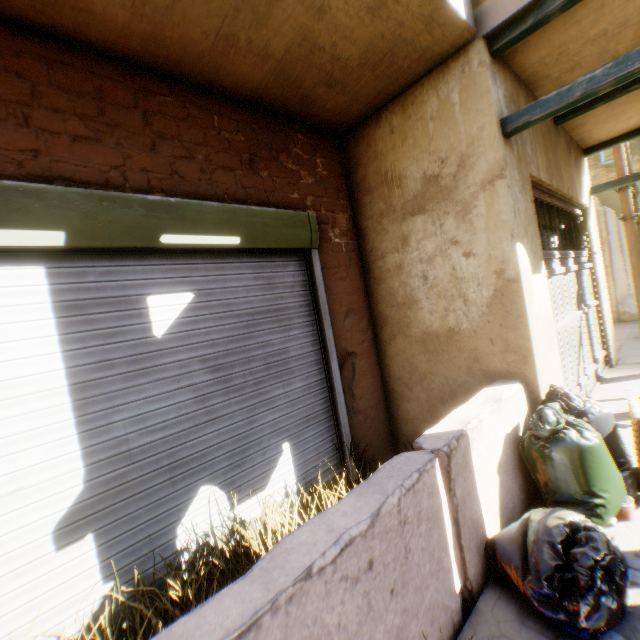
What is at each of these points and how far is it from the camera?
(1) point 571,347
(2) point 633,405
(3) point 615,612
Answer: (1) wooden gate, 4.11m
(2) wooden box, 2.60m
(3) trash bag, 1.41m

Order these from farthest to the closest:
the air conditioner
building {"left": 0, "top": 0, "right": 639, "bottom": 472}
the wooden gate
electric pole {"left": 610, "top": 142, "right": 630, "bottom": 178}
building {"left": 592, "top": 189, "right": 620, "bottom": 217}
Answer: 1. building {"left": 592, "top": 189, "right": 620, "bottom": 217}
2. the air conditioner
3. electric pole {"left": 610, "top": 142, "right": 630, "bottom": 178}
4. the wooden gate
5. building {"left": 0, "top": 0, "right": 639, "bottom": 472}

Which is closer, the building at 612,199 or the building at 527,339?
the building at 527,339

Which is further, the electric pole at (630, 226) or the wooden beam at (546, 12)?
the electric pole at (630, 226)

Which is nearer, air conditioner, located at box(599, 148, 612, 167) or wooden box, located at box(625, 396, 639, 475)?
wooden box, located at box(625, 396, 639, 475)

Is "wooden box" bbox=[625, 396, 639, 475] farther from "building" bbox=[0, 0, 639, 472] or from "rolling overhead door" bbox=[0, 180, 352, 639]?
"rolling overhead door" bbox=[0, 180, 352, 639]

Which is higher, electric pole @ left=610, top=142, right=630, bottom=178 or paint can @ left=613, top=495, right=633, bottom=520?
electric pole @ left=610, top=142, right=630, bottom=178

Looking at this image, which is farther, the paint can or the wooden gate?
the wooden gate
